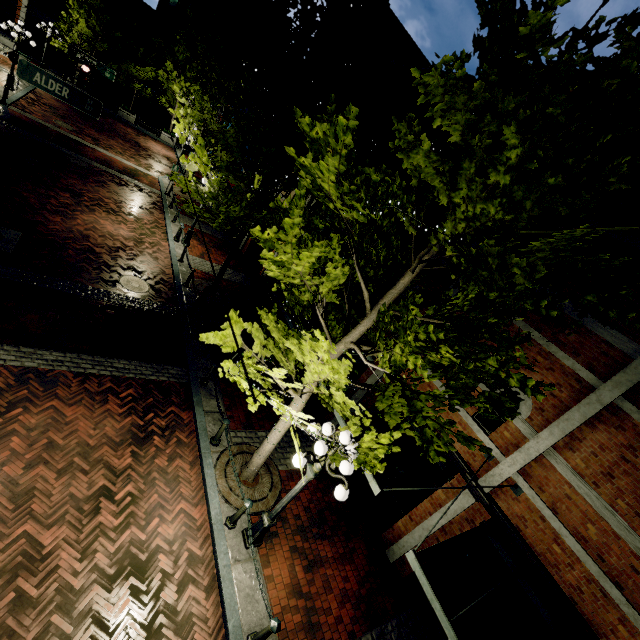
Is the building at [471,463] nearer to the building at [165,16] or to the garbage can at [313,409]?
the garbage can at [313,409]

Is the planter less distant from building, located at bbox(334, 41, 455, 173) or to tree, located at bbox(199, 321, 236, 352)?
building, located at bbox(334, 41, 455, 173)

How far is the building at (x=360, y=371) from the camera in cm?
1032

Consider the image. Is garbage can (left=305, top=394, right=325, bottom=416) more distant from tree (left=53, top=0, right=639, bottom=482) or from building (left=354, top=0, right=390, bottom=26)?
tree (left=53, top=0, right=639, bottom=482)

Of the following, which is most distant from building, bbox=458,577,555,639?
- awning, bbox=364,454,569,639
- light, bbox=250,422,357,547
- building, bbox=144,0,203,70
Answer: building, bbox=144,0,203,70

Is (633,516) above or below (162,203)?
above

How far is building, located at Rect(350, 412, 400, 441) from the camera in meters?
9.9
